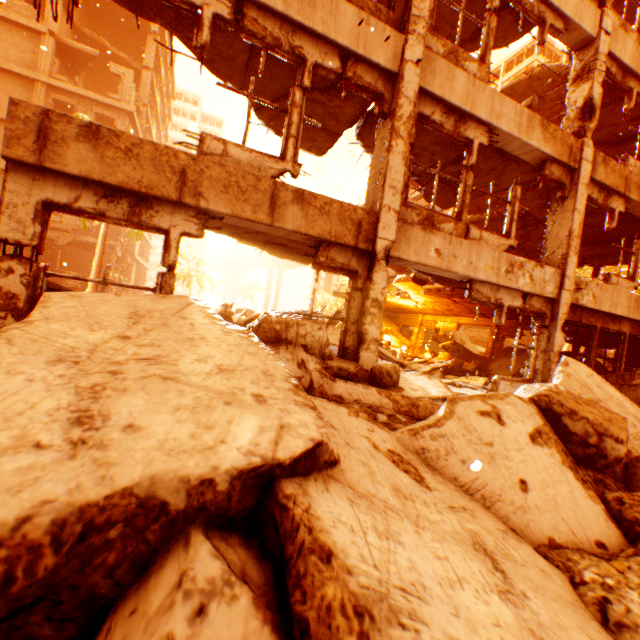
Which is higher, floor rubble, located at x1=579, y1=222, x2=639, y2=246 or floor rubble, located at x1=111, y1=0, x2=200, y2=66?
floor rubble, located at x1=111, y1=0, x2=200, y2=66

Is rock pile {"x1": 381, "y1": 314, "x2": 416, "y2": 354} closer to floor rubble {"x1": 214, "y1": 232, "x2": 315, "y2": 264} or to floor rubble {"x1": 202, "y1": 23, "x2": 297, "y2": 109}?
floor rubble {"x1": 214, "y1": 232, "x2": 315, "y2": 264}

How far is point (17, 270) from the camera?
3.72m

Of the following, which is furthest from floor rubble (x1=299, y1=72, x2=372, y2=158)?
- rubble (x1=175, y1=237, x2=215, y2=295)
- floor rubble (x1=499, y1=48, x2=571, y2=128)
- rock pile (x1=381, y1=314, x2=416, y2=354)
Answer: rock pile (x1=381, y1=314, x2=416, y2=354)

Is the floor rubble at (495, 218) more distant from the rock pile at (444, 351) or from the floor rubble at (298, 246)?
the rock pile at (444, 351)

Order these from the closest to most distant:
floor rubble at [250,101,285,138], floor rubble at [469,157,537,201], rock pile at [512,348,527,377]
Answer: floor rubble at [250,101,285,138]
floor rubble at [469,157,537,201]
rock pile at [512,348,527,377]

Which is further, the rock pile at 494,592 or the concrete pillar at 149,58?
the concrete pillar at 149,58

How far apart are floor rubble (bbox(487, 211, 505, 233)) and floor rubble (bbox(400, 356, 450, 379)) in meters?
5.4
